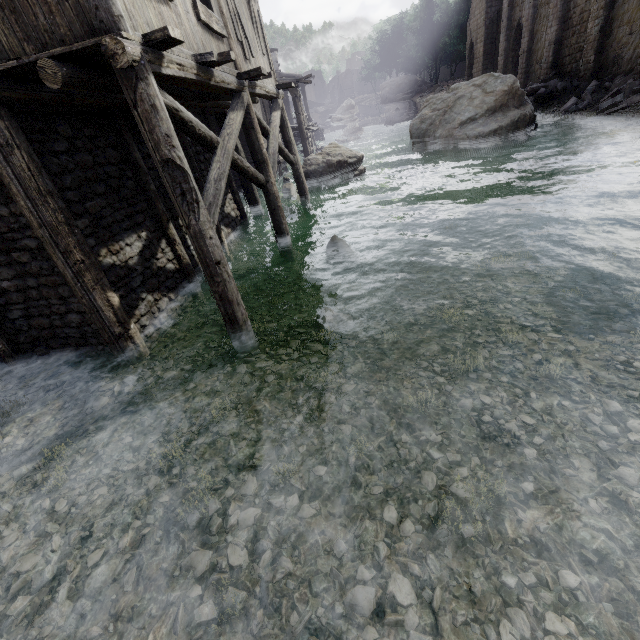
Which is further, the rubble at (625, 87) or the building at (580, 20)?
the building at (580, 20)

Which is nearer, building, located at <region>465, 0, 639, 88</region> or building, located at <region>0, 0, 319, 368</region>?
building, located at <region>0, 0, 319, 368</region>

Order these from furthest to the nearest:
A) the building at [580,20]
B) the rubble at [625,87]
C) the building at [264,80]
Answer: the building at [580,20] < the rubble at [625,87] < the building at [264,80]

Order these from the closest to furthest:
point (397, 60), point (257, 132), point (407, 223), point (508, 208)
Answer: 1. point (257, 132)
2. point (508, 208)
3. point (407, 223)
4. point (397, 60)

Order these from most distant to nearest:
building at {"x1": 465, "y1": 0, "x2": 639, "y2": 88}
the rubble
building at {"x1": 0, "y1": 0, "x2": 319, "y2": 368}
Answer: building at {"x1": 465, "y1": 0, "x2": 639, "y2": 88} → the rubble → building at {"x1": 0, "y1": 0, "x2": 319, "y2": 368}

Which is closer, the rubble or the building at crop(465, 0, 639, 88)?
the rubble

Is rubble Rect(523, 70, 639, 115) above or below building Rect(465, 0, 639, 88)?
below
